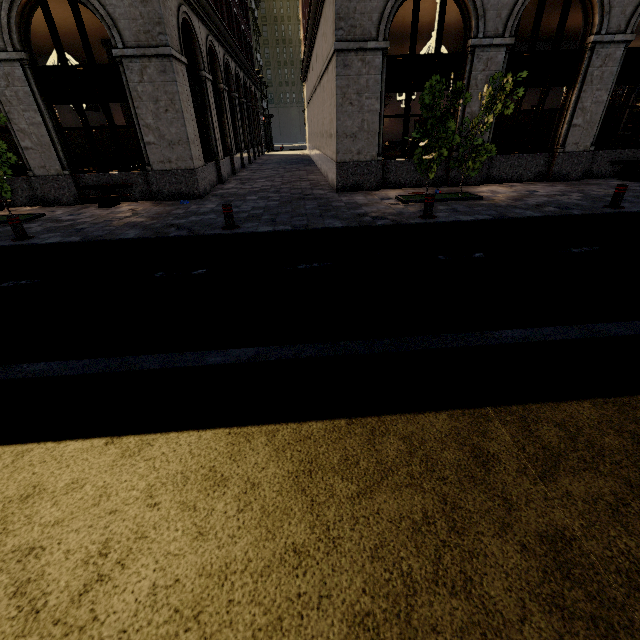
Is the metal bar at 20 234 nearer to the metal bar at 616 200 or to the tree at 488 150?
the tree at 488 150

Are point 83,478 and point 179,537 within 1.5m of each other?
yes

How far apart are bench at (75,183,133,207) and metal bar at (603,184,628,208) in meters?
14.3

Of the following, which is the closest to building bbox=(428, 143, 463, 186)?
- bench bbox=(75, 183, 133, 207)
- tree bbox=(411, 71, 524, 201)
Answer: bench bbox=(75, 183, 133, 207)

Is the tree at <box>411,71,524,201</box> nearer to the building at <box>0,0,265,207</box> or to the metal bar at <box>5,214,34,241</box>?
the building at <box>0,0,265,207</box>

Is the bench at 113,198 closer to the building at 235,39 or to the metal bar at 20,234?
the building at 235,39

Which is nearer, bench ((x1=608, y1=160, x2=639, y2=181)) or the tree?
the tree

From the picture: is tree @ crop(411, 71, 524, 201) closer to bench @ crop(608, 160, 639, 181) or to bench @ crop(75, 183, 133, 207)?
bench @ crop(608, 160, 639, 181)
